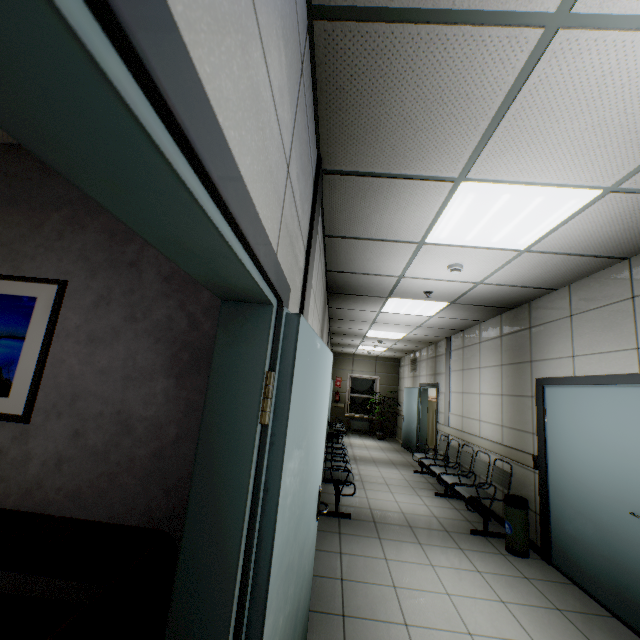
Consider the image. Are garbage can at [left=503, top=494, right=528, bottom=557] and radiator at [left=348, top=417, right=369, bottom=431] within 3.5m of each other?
no

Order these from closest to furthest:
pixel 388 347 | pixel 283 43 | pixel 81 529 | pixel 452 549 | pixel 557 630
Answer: pixel 283 43 < pixel 81 529 < pixel 557 630 < pixel 452 549 < pixel 388 347

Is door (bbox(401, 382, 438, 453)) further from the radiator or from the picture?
the picture

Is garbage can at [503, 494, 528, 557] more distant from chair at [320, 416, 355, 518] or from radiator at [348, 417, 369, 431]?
radiator at [348, 417, 369, 431]

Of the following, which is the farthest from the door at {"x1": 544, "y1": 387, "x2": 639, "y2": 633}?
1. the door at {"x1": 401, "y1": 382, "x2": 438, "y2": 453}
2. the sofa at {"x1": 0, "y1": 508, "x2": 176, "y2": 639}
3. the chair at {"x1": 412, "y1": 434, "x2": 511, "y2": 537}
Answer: the door at {"x1": 401, "y1": 382, "x2": 438, "y2": 453}

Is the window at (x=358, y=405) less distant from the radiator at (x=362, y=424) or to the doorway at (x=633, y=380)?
the radiator at (x=362, y=424)

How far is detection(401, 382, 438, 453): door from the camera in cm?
869

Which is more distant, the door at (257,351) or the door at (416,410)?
the door at (416,410)
